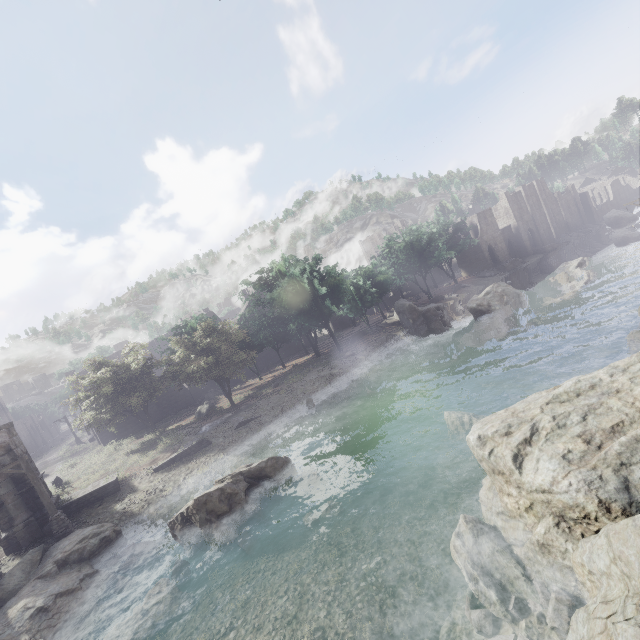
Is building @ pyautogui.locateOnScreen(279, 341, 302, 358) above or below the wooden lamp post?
below

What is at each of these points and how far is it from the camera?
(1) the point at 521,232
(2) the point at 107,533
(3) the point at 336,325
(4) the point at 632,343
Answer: (1) building, 59.66m
(2) rock, 15.69m
(3) building, 57.22m
(4) rock, 15.53m

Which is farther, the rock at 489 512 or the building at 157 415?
the building at 157 415

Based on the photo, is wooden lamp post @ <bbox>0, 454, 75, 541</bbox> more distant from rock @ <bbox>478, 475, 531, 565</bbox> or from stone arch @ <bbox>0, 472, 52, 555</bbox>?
rock @ <bbox>478, 475, 531, 565</bbox>

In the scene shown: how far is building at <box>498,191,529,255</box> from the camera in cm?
5916

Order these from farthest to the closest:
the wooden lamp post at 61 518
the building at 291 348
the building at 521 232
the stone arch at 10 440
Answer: the building at 521 232 < the building at 291 348 < the stone arch at 10 440 < the wooden lamp post at 61 518
